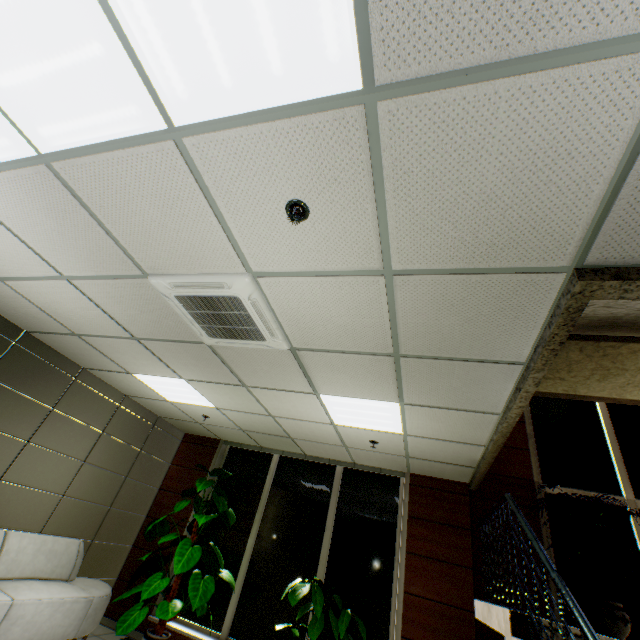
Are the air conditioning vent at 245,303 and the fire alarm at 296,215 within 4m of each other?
yes

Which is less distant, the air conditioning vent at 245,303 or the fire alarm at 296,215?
the fire alarm at 296,215

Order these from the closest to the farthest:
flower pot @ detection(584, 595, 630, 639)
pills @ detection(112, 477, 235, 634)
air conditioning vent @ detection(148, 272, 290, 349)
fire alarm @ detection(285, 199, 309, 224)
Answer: fire alarm @ detection(285, 199, 309, 224) < air conditioning vent @ detection(148, 272, 290, 349) < flower pot @ detection(584, 595, 630, 639) < pills @ detection(112, 477, 235, 634)

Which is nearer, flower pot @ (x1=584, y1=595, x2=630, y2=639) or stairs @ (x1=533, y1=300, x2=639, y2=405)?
stairs @ (x1=533, y1=300, x2=639, y2=405)

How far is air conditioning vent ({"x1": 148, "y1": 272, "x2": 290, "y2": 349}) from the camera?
2.5m

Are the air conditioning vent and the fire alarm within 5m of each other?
yes

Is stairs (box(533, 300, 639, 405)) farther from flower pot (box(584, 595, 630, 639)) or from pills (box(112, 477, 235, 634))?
pills (box(112, 477, 235, 634))

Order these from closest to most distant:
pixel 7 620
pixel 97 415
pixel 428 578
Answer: pixel 7 620 < pixel 428 578 < pixel 97 415
